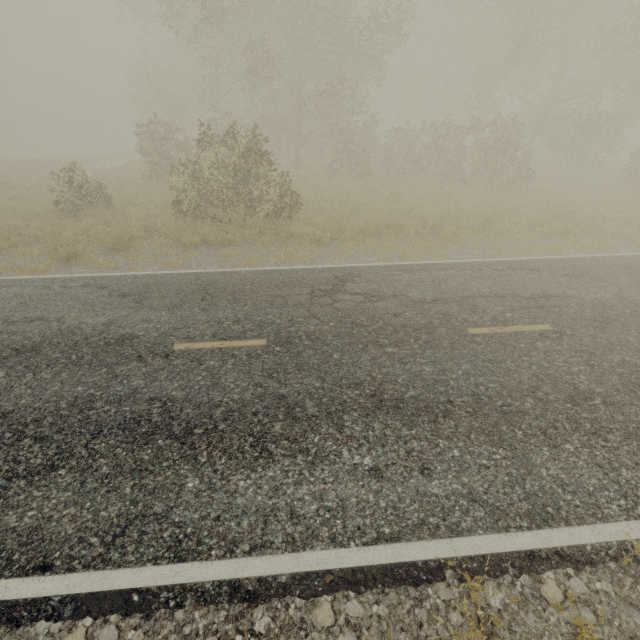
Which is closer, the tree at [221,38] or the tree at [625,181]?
the tree at [221,38]

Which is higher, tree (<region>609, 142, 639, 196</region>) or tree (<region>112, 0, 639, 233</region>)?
tree (<region>112, 0, 639, 233</region>)

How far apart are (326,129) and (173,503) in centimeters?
1882cm

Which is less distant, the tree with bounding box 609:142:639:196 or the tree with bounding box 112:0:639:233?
the tree with bounding box 112:0:639:233

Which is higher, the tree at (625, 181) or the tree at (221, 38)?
the tree at (221, 38)
